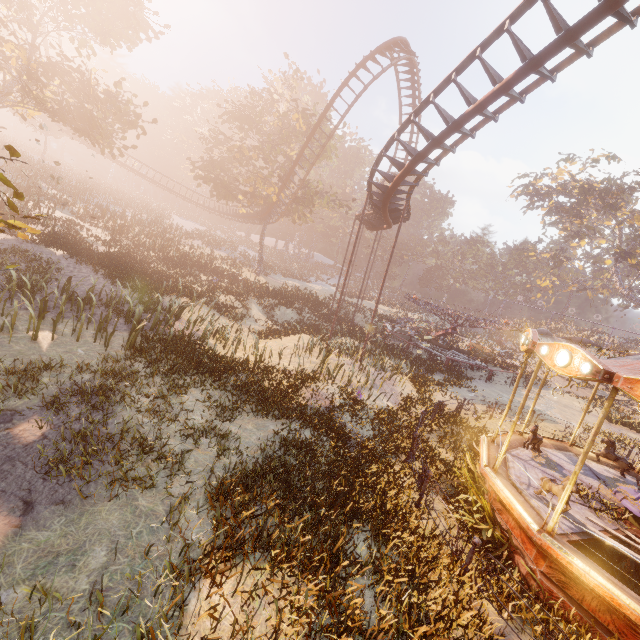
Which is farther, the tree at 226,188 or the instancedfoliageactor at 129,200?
the tree at 226,188

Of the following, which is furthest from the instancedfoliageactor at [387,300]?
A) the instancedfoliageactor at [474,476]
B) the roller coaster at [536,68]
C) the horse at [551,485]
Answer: the horse at [551,485]

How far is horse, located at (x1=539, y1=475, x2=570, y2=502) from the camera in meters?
7.3

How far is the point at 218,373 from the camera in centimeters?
1148cm

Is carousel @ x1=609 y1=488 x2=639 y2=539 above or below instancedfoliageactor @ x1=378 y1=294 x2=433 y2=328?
above

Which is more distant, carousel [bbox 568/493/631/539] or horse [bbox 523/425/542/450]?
horse [bbox 523/425/542/450]

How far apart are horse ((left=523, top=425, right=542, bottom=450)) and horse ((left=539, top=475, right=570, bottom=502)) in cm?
208

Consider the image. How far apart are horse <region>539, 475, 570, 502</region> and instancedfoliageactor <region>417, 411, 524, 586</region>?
1.0 meters
